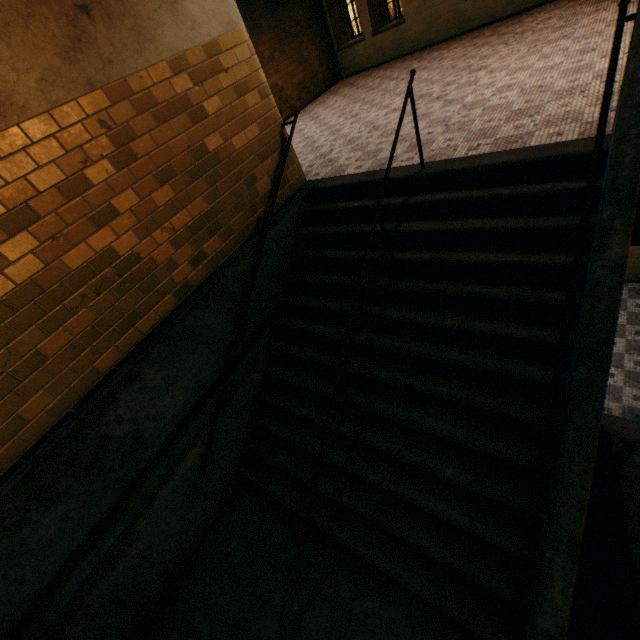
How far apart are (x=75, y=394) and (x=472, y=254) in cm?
416
